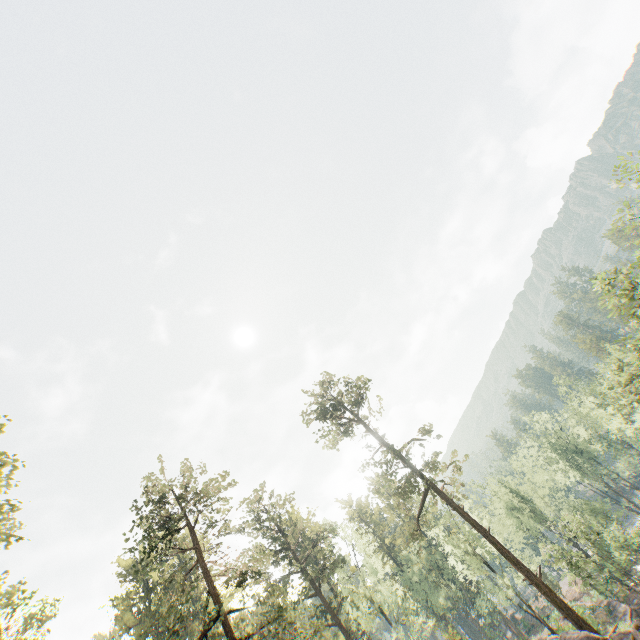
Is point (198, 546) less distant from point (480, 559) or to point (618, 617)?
point (480, 559)

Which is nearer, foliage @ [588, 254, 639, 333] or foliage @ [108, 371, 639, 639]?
foliage @ [588, 254, 639, 333]

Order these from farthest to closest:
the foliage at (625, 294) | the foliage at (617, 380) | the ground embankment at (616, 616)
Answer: the ground embankment at (616, 616)
the foliage at (617, 380)
the foliage at (625, 294)

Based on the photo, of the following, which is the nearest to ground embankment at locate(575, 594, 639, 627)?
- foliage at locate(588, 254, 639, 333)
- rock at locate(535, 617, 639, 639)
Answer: foliage at locate(588, 254, 639, 333)

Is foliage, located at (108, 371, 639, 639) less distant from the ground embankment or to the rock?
the rock

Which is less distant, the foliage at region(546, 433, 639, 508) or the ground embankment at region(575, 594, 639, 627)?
the ground embankment at region(575, 594, 639, 627)

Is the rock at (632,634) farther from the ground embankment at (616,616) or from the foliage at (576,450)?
the ground embankment at (616,616)

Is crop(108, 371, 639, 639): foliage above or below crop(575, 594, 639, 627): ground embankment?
above
